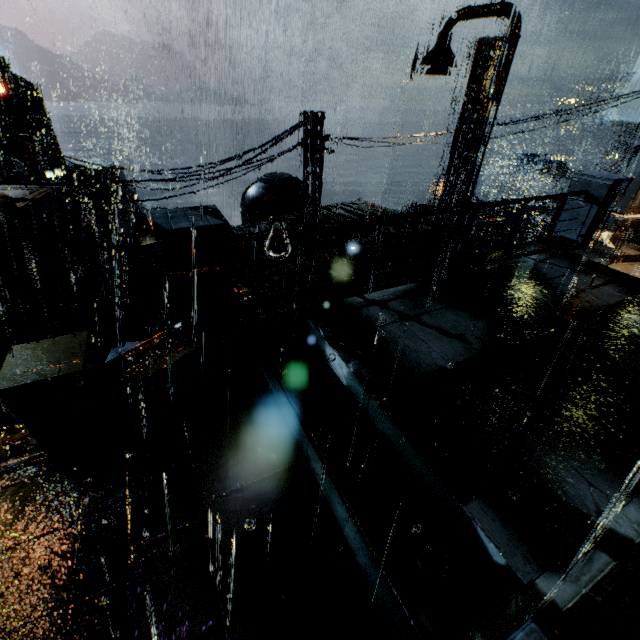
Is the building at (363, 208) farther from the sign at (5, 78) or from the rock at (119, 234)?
the rock at (119, 234)

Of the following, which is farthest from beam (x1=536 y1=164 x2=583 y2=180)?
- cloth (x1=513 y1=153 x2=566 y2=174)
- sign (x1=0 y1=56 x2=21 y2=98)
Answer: sign (x1=0 y1=56 x2=21 y2=98)

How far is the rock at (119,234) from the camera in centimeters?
5350cm

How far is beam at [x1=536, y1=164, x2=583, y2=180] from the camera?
30.7 meters

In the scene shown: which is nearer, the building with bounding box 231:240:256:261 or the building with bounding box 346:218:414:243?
the building with bounding box 231:240:256:261

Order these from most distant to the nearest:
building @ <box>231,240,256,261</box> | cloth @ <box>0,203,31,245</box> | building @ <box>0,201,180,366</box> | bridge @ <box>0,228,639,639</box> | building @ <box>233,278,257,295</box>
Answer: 1. cloth @ <box>0,203,31,245</box>
2. building @ <box>0,201,180,366</box>
3. building @ <box>231,240,256,261</box>
4. building @ <box>233,278,257,295</box>
5. bridge @ <box>0,228,639,639</box>

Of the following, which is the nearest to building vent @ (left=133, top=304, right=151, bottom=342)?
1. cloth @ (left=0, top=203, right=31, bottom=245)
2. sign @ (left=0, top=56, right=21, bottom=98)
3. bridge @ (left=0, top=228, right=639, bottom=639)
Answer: cloth @ (left=0, top=203, right=31, bottom=245)

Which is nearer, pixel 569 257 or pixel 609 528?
pixel 609 528
